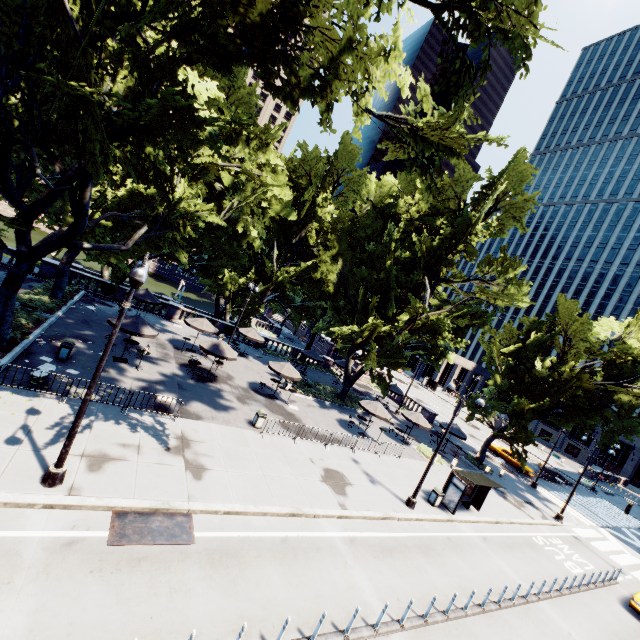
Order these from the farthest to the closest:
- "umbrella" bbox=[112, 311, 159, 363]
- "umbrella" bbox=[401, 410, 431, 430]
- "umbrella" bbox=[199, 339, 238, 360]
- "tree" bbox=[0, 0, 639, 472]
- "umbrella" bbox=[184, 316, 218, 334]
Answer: "umbrella" bbox=[401, 410, 431, 430] < "umbrella" bbox=[184, 316, 218, 334] < "umbrella" bbox=[199, 339, 238, 360] < "umbrella" bbox=[112, 311, 159, 363] < "tree" bbox=[0, 0, 639, 472]

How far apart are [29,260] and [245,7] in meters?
14.0

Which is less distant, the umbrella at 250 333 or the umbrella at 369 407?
the umbrella at 369 407

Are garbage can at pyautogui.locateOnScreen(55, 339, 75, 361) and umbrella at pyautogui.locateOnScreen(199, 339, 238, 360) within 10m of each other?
yes

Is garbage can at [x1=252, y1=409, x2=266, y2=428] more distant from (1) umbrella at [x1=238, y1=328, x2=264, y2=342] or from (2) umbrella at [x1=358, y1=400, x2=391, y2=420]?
(1) umbrella at [x1=238, y1=328, x2=264, y2=342]

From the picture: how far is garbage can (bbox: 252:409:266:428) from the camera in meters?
18.7 m

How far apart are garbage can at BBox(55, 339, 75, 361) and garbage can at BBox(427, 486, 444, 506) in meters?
21.5 m

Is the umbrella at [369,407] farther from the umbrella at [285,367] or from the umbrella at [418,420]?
the umbrella at [285,367]
